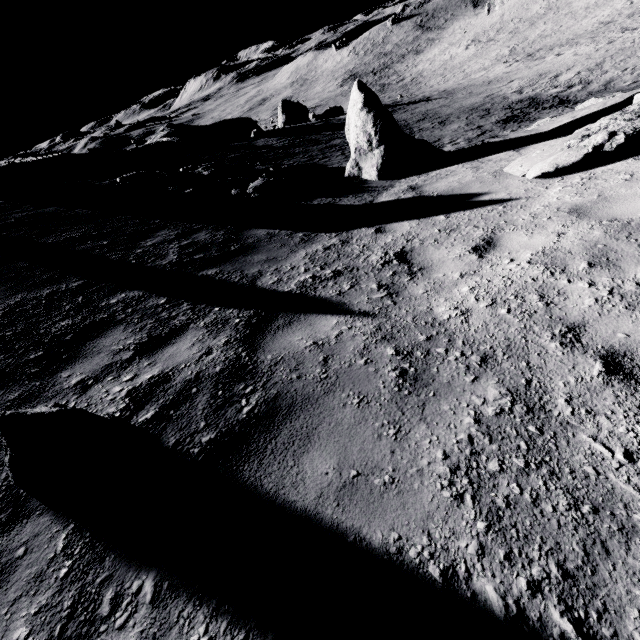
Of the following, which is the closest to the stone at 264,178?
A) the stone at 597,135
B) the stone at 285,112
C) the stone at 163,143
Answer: the stone at 597,135

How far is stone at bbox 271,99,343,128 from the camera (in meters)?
34.59

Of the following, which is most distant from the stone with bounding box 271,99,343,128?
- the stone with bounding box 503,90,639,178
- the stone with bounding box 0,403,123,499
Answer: the stone with bounding box 0,403,123,499

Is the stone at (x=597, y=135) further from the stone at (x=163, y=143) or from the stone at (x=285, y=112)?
the stone at (x=285, y=112)

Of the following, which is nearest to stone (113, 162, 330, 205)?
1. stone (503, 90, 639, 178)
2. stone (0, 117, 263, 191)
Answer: stone (503, 90, 639, 178)

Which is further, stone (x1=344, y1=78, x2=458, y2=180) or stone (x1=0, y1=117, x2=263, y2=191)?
stone (x1=0, y1=117, x2=263, y2=191)

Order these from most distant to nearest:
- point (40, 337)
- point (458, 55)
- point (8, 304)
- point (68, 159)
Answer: point (458, 55) < point (68, 159) < point (8, 304) < point (40, 337)

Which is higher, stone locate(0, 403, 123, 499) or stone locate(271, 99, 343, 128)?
stone locate(0, 403, 123, 499)
